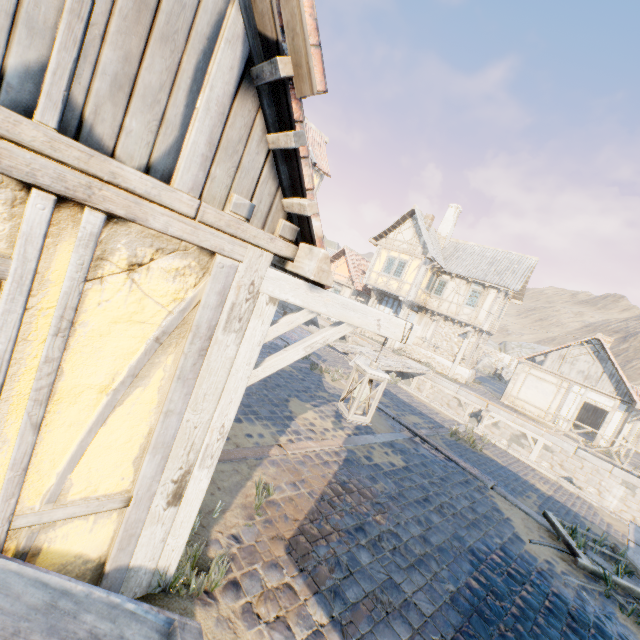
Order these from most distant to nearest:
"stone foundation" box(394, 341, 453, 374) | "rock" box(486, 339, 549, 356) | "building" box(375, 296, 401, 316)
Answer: "rock" box(486, 339, 549, 356), "building" box(375, 296, 401, 316), "stone foundation" box(394, 341, 453, 374)

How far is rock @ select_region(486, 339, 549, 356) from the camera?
38.59m

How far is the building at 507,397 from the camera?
18.1m

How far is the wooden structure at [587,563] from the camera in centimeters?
545cm

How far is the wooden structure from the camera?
5.4 meters

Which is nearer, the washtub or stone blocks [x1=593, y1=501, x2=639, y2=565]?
the washtub

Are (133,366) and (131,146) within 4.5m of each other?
yes

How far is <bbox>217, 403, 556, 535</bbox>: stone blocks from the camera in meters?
5.0
